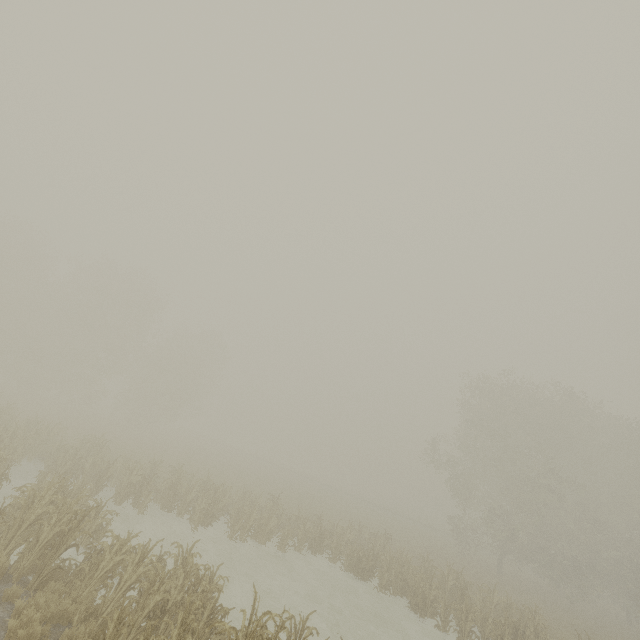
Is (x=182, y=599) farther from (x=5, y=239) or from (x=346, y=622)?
(x=5, y=239)

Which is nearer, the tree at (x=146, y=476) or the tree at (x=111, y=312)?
the tree at (x=146, y=476)

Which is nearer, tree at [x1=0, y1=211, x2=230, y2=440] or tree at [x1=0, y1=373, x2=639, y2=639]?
tree at [x1=0, y1=373, x2=639, y2=639]
